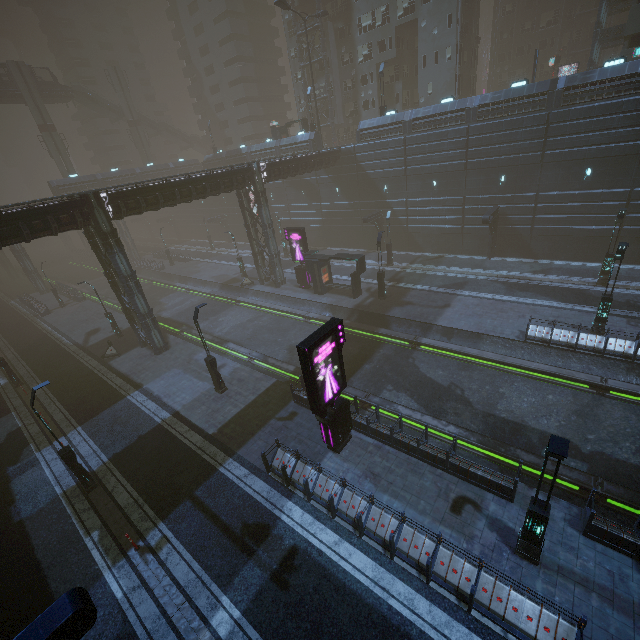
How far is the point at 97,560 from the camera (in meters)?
12.01

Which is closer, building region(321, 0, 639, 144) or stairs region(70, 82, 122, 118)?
building region(321, 0, 639, 144)

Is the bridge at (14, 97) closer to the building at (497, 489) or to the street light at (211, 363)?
the building at (497, 489)

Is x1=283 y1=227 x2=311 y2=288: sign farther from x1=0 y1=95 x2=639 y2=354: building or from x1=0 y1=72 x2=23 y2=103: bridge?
x1=0 y1=72 x2=23 y2=103: bridge

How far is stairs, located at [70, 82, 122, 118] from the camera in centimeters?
5459cm

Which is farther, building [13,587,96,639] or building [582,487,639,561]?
building [582,487,639,561]

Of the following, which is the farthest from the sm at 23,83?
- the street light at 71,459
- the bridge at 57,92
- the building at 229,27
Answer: the street light at 71,459

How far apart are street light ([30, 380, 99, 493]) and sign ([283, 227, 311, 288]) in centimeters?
2149cm
